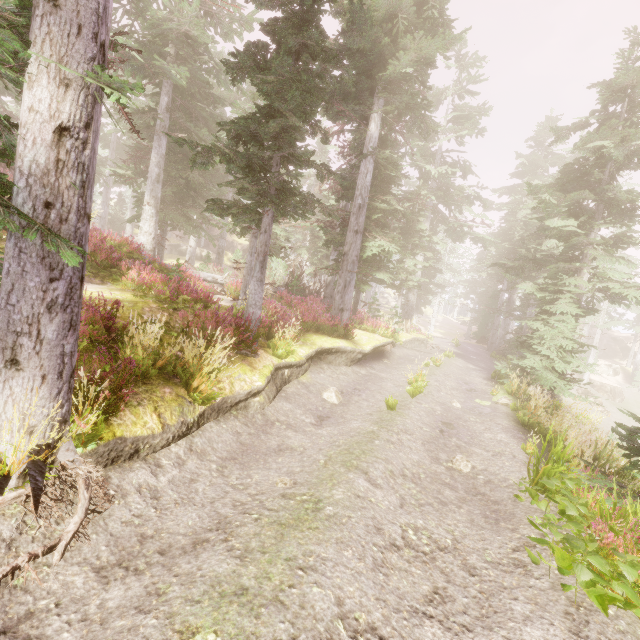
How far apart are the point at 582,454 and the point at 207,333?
8.5 meters

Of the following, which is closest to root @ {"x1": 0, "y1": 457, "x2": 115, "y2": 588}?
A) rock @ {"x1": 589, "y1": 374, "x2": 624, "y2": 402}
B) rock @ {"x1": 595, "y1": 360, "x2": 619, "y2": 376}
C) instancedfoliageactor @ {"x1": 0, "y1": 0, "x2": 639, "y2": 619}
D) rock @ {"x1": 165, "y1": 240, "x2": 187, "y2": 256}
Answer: instancedfoliageactor @ {"x1": 0, "y1": 0, "x2": 639, "y2": 619}

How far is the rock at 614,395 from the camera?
35.9 meters

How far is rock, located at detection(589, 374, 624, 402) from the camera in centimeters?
3586cm

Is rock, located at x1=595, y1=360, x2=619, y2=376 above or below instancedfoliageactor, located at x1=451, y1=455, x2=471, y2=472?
above

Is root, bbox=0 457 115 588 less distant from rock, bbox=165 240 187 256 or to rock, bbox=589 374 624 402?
rock, bbox=165 240 187 256

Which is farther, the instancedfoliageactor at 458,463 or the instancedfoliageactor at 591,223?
the instancedfoliageactor at 458,463

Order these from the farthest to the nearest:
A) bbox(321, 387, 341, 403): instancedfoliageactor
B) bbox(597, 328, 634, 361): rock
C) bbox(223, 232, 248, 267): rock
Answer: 1. bbox(223, 232, 248, 267): rock
2. bbox(597, 328, 634, 361): rock
3. bbox(321, 387, 341, 403): instancedfoliageactor
